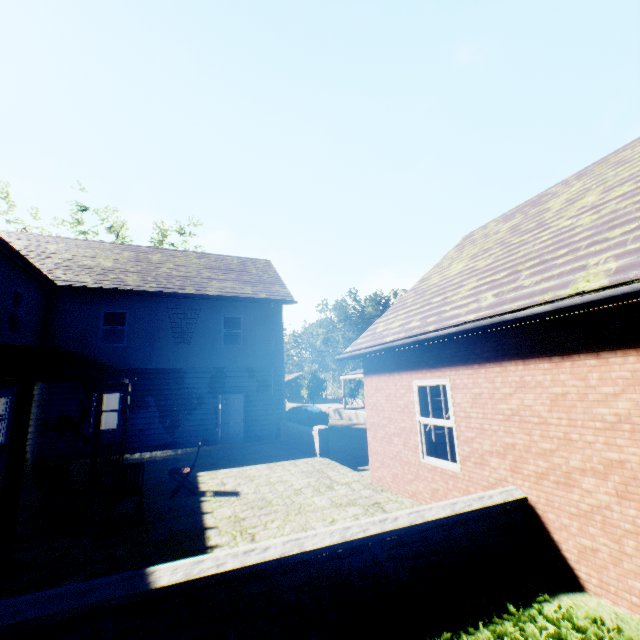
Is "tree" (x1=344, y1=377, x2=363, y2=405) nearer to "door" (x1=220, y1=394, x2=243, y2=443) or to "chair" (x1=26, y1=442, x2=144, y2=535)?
"door" (x1=220, y1=394, x2=243, y2=443)

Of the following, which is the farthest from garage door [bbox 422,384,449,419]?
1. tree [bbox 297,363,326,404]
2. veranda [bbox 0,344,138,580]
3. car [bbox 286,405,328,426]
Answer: tree [bbox 297,363,326,404]

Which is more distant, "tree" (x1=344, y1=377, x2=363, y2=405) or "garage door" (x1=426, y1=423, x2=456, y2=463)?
"tree" (x1=344, y1=377, x2=363, y2=405)

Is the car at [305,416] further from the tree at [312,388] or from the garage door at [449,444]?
the tree at [312,388]

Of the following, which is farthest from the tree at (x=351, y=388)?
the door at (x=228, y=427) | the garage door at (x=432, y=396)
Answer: the garage door at (x=432, y=396)

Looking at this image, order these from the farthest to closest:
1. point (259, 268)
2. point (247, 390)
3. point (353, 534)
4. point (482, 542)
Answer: point (259, 268)
point (247, 390)
point (482, 542)
point (353, 534)

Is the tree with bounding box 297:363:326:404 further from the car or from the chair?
the chair

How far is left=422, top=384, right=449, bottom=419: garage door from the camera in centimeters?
916cm
